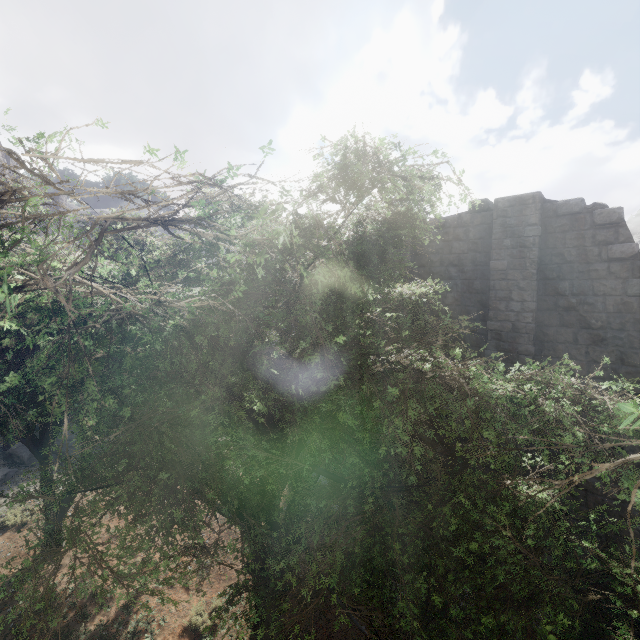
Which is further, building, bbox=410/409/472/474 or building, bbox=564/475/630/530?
building, bbox=410/409/472/474

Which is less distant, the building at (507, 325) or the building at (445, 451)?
the building at (507, 325)

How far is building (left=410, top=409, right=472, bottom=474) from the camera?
11.8 meters

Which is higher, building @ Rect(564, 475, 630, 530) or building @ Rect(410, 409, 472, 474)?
building @ Rect(564, 475, 630, 530)

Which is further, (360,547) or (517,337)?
(517,337)
